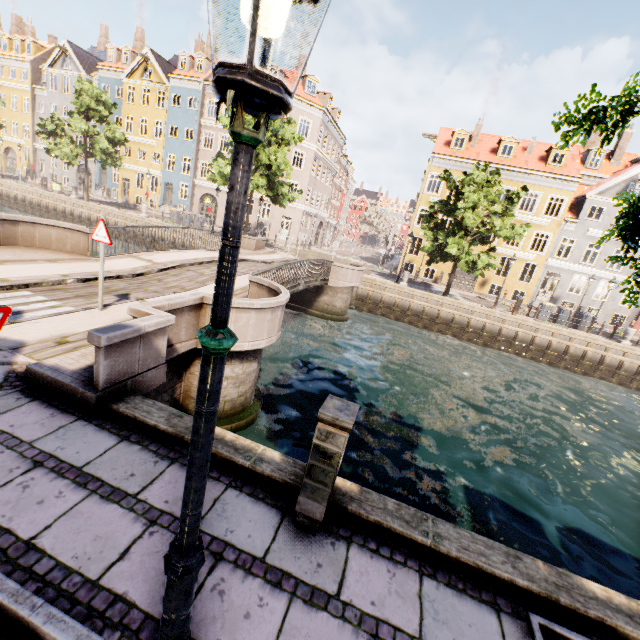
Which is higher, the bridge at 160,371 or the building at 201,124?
the building at 201,124

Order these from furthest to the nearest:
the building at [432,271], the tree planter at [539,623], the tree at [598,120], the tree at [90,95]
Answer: the building at [432,271]
the tree at [90,95]
the tree planter at [539,623]
the tree at [598,120]

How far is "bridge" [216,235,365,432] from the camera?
6.84m

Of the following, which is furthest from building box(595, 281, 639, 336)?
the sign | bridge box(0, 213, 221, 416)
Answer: the sign

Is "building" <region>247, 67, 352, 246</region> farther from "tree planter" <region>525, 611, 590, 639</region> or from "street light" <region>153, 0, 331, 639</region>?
"street light" <region>153, 0, 331, 639</region>

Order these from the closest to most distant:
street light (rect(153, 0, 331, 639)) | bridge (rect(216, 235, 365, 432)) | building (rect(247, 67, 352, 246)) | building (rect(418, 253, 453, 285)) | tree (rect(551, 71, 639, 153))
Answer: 1. street light (rect(153, 0, 331, 639))
2. tree (rect(551, 71, 639, 153))
3. bridge (rect(216, 235, 365, 432))
4. building (rect(418, 253, 453, 285))
5. building (rect(247, 67, 352, 246))

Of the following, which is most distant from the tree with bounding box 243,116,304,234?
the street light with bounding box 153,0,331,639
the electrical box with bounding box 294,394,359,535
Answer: the electrical box with bounding box 294,394,359,535

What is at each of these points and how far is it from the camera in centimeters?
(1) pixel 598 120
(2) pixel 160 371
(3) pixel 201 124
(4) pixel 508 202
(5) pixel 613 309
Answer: (1) tree, 220cm
(2) bridge, 492cm
(3) building, 3403cm
(4) tree, 2139cm
(5) building, 2730cm
